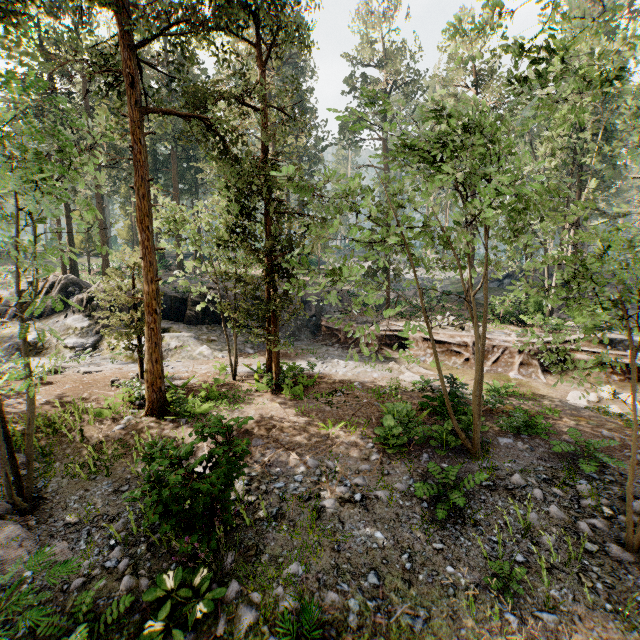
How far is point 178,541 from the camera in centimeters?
585cm

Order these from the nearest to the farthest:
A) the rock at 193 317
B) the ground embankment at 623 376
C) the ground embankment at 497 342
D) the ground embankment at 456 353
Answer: the ground embankment at 623 376 < the ground embankment at 497 342 < the ground embankment at 456 353 < the rock at 193 317

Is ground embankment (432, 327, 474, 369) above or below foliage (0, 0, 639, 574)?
below

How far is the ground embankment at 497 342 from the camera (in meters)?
17.22

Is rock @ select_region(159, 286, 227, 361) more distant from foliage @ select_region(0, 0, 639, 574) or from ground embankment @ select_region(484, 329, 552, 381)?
foliage @ select_region(0, 0, 639, 574)

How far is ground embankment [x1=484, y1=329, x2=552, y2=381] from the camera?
17.22m

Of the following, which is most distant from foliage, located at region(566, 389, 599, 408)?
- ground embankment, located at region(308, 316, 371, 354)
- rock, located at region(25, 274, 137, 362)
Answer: rock, located at region(25, 274, 137, 362)
